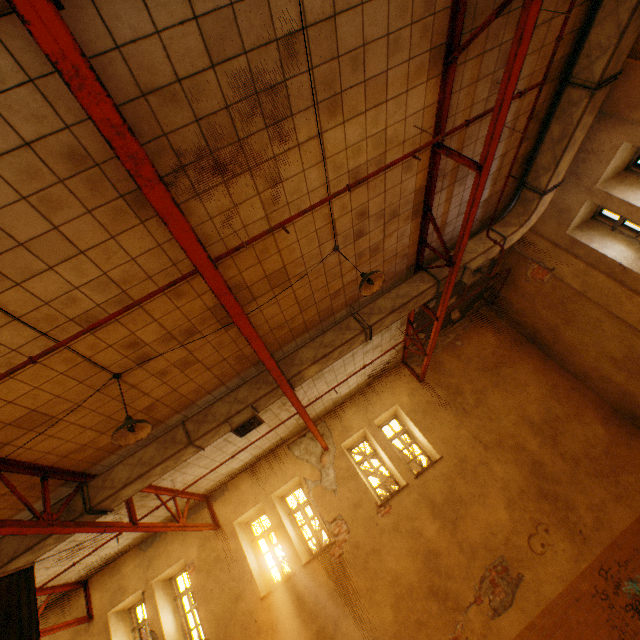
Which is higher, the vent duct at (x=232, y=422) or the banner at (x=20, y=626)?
the vent duct at (x=232, y=422)

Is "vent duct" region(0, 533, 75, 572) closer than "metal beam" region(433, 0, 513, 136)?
No

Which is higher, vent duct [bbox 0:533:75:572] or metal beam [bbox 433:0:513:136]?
metal beam [bbox 433:0:513:136]

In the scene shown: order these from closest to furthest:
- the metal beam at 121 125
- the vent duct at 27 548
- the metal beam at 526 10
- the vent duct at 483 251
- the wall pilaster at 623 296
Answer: the metal beam at 121 125 → the metal beam at 526 10 → the vent duct at 27 548 → the vent duct at 483 251 → the wall pilaster at 623 296

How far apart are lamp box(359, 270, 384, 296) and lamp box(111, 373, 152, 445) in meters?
3.5

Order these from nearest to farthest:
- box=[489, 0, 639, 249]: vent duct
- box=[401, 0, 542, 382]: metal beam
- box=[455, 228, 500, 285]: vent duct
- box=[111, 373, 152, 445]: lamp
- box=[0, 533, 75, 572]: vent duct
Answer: box=[401, 0, 542, 382]: metal beam, box=[111, 373, 152, 445]: lamp, box=[489, 0, 639, 249]: vent duct, box=[0, 533, 75, 572]: vent duct, box=[455, 228, 500, 285]: vent duct

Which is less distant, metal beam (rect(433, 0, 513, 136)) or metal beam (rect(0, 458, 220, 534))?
metal beam (rect(433, 0, 513, 136))

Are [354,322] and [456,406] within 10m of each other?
yes
